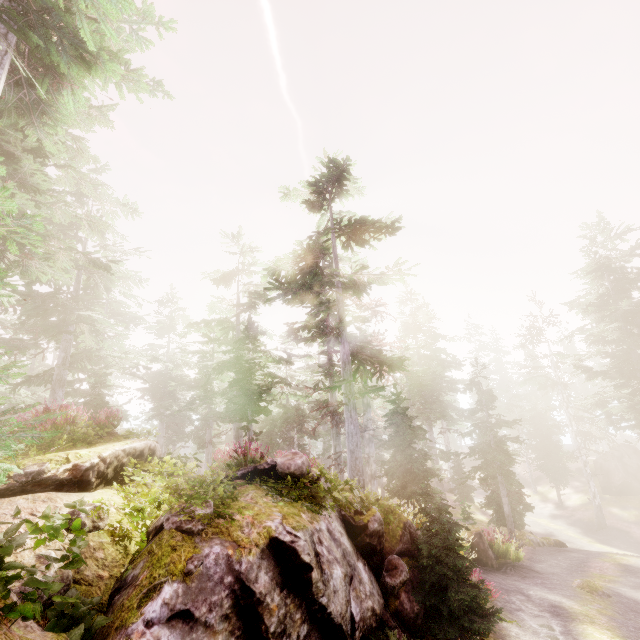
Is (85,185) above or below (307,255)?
above

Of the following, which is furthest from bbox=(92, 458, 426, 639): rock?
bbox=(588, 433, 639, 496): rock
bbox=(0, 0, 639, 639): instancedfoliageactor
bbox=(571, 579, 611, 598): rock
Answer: bbox=(588, 433, 639, 496): rock

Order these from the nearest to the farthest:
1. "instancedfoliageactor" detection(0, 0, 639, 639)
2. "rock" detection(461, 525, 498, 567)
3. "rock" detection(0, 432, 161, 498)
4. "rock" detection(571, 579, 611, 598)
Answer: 1. "rock" detection(0, 432, 161, 498)
2. "instancedfoliageactor" detection(0, 0, 639, 639)
3. "rock" detection(571, 579, 611, 598)
4. "rock" detection(461, 525, 498, 567)

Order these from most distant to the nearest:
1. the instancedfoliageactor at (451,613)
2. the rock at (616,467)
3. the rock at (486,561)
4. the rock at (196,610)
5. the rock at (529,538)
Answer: the rock at (616,467) → the rock at (529,538) → the rock at (486,561) → the instancedfoliageactor at (451,613) → the rock at (196,610)

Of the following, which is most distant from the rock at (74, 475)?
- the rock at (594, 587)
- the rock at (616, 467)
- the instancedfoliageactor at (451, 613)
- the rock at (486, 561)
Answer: the rock at (616, 467)

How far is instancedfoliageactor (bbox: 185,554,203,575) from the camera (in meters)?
4.45

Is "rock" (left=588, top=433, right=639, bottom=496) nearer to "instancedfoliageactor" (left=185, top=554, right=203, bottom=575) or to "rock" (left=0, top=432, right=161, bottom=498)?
"instancedfoliageactor" (left=185, top=554, right=203, bottom=575)

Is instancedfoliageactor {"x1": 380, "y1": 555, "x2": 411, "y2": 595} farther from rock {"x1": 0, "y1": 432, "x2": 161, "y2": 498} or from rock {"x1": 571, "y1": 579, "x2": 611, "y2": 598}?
rock {"x1": 571, "y1": 579, "x2": 611, "y2": 598}
